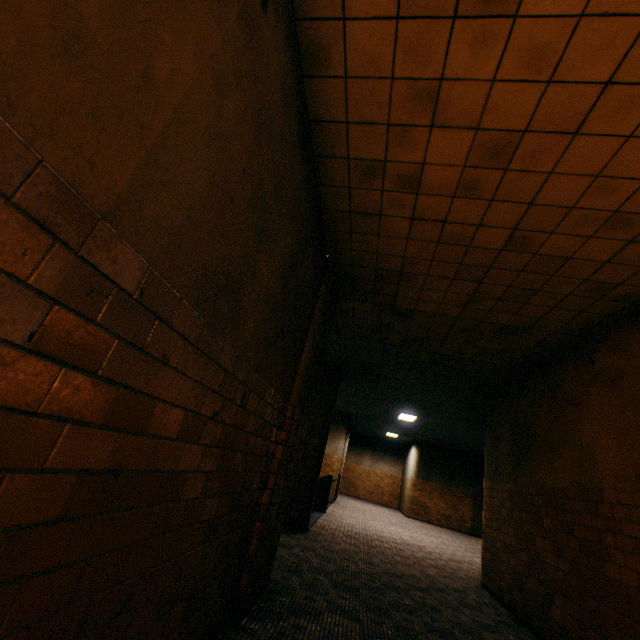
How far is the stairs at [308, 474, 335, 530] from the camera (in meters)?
9.52

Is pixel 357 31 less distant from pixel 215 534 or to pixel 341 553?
pixel 215 534

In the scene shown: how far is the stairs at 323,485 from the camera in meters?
9.5
